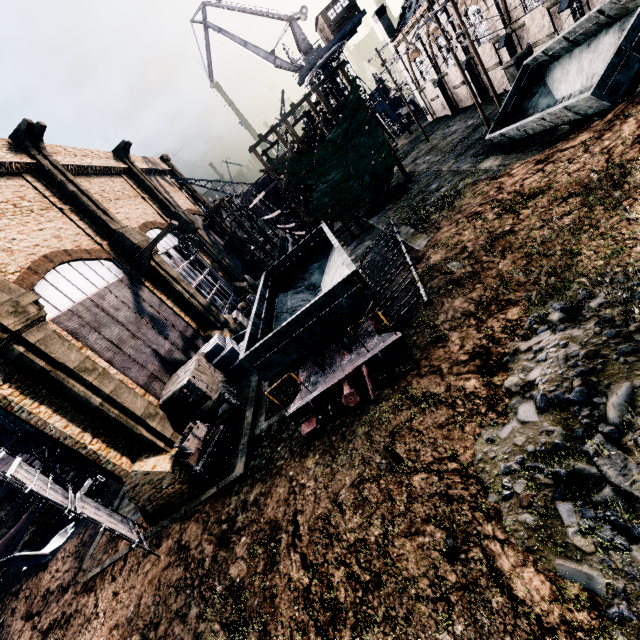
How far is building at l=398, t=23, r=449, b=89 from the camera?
31.6m

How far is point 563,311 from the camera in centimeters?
794cm

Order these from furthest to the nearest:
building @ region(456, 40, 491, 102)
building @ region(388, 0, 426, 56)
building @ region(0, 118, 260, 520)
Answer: building @ region(388, 0, 426, 56) → building @ region(456, 40, 491, 102) → building @ region(0, 118, 260, 520)

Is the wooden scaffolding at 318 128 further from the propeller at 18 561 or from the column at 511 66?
the propeller at 18 561

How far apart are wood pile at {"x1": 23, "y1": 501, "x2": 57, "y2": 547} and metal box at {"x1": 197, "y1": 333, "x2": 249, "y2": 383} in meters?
18.1 m

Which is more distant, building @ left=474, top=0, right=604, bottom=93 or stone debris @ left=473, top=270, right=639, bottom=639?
building @ left=474, top=0, right=604, bottom=93

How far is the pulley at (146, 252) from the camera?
20.9 meters

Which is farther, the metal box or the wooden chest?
the metal box
